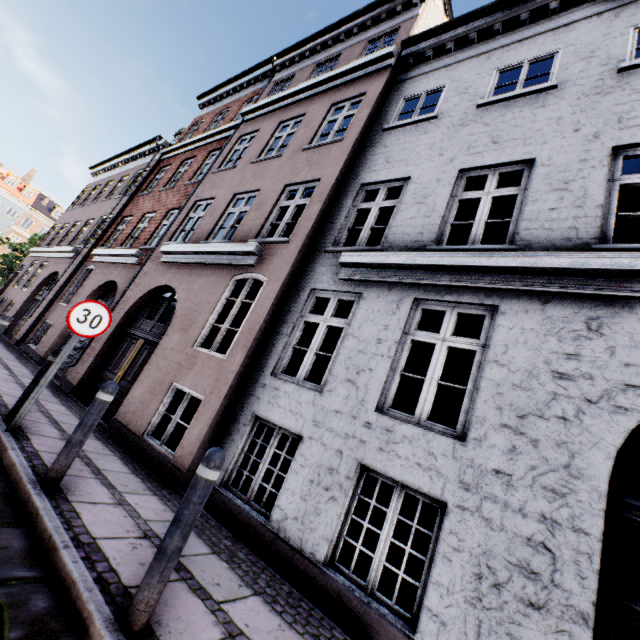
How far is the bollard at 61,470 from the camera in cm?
322

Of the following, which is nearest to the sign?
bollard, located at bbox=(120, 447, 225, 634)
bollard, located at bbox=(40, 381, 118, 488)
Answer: bollard, located at bbox=(40, 381, 118, 488)

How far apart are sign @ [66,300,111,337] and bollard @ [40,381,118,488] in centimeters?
143cm

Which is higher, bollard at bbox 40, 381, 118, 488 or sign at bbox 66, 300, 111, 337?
sign at bbox 66, 300, 111, 337

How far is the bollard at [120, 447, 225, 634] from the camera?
2.0 meters

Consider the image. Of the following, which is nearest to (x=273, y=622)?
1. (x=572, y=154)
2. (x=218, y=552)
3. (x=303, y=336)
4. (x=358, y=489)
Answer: (x=218, y=552)

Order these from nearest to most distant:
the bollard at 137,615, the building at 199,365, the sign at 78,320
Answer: the bollard at 137,615 → the building at 199,365 → the sign at 78,320

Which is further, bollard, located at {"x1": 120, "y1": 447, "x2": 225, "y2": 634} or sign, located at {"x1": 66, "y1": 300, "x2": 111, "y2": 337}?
sign, located at {"x1": 66, "y1": 300, "x2": 111, "y2": 337}
